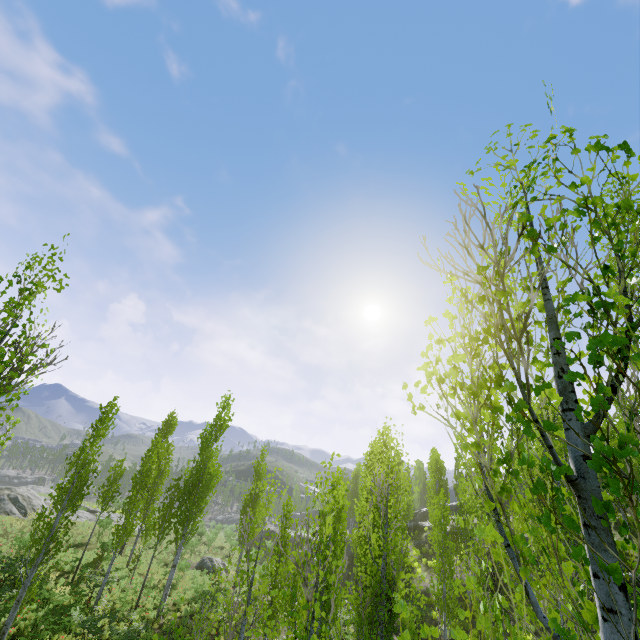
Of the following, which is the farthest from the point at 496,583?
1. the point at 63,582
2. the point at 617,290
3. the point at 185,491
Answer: the point at 63,582

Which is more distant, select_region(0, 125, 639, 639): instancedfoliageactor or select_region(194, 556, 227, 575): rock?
select_region(194, 556, 227, 575): rock

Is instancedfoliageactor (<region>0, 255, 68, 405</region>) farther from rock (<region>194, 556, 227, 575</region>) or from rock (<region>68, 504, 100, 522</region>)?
rock (<region>194, 556, 227, 575</region>)

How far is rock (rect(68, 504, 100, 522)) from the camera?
32.9m

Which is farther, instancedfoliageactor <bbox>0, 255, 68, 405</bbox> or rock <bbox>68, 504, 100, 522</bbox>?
rock <bbox>68, 504, 100, 522</bbox>

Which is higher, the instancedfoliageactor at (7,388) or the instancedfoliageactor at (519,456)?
the instancedfoliageactor at (7,388)

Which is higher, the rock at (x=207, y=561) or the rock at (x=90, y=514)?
the rock at (x=90, y=514)

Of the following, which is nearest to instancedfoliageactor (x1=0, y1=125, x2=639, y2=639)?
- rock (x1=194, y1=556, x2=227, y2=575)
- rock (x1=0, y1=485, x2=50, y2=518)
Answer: rock (x1=0, y1=485, x2=50, y2=518)
